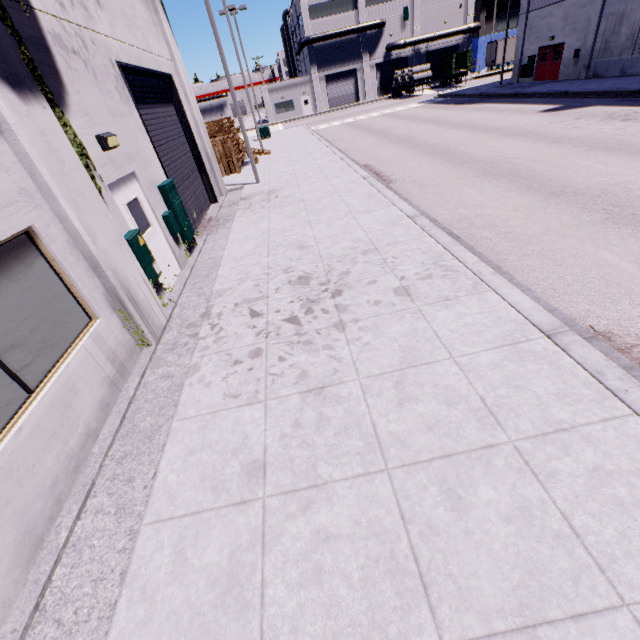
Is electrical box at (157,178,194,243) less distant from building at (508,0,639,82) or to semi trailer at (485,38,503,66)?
building at (508,0,639,82)

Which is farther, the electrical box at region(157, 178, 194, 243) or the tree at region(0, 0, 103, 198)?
the electrical box at region(157, 178, 194, 243)

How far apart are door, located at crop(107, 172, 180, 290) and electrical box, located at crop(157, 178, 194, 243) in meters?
0.8

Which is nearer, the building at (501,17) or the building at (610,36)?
the building at (610,36)

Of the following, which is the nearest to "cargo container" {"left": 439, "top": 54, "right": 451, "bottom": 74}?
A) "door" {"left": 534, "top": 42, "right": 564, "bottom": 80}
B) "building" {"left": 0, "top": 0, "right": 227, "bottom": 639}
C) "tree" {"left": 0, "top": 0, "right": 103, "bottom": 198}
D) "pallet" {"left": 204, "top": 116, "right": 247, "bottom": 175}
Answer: "building" {"left": 0, "top": 0, "right": 227, "bottom": 639}

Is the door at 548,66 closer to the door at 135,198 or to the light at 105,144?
the door at 135,198

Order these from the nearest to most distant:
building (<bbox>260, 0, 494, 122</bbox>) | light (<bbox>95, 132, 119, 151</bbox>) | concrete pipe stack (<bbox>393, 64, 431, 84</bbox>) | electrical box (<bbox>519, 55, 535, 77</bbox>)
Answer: light (<bbox>95, 132, 119, 151</bbox>) → electrical box (<bbox>519, 55, 535, 77</bbox>) → concrete pipe stack (<bbox>393, 64, 431, 84</bbox>) → building (<bbox>260, 0, 494, 122</bbox>)

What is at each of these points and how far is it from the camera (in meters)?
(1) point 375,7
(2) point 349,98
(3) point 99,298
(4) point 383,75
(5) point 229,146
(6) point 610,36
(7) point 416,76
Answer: (1) building, 45.41
(2) roll-up door, 51.38
(3) building, 4.96
(4) roll-up door, 50.22
(5) pallet, 18.00
(6) building, 21.48
(7) concrete pipe stack, 40.72
